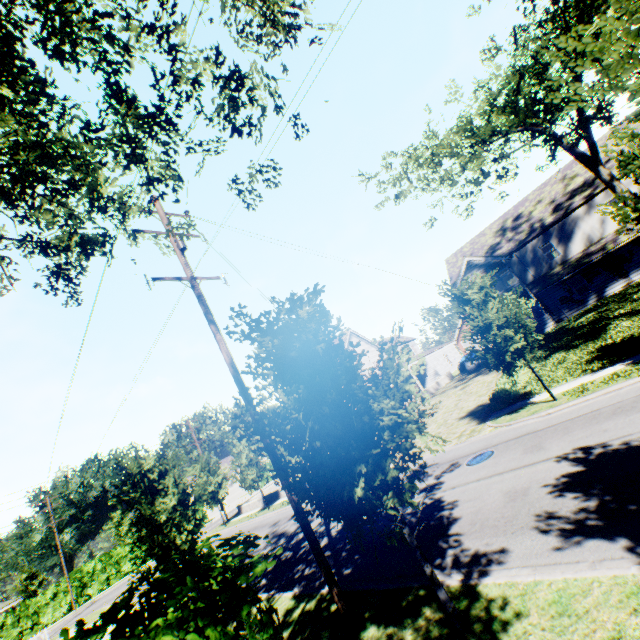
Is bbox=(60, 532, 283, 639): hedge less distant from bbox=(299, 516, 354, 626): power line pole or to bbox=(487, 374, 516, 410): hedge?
bbox=(299, 516, 354, 626): power line pole

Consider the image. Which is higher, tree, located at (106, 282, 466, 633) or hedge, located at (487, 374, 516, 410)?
tree, located at (106, 282, 466, 633)

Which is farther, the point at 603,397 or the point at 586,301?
the point at 586,301

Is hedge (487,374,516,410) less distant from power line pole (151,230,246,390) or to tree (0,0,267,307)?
tree (0,0,267,307)

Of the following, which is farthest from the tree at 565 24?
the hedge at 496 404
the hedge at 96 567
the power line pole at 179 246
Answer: the hedge at 96 567

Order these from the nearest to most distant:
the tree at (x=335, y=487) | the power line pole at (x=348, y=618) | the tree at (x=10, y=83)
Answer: the tree at (x=10, y=83)
the tree at (x=335, y=487)
the power line pole at (x=348, y=618)

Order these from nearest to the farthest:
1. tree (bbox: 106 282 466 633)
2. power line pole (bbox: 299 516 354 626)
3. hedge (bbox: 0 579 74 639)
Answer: tree (bbox: 106 282 466 633) < power line pole (bbox: 299 516 354 626) < hedge (bbox: 0 579 74 639)

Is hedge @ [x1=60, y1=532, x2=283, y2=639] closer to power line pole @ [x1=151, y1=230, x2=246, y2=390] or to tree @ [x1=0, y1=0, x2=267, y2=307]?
tree @ [x1=0, y1=0, x2=267, y2=307]
